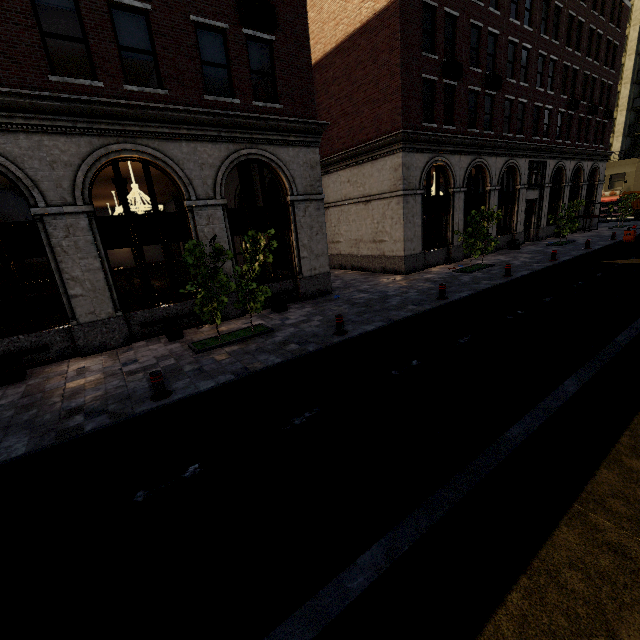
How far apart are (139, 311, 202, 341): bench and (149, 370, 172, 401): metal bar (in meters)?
3.70

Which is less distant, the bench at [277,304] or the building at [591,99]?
the building at [591,99]

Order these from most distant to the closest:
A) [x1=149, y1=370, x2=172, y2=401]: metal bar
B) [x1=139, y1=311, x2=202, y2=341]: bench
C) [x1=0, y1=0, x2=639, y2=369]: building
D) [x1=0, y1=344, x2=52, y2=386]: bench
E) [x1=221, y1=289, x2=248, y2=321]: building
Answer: [x1=221, y1=289, x2=248, y2=321]: building, [x1=139, y1=311, x2=202, y2=341]: bench, [x1=0, y1=0, x2=639, y2=369]: building, [x1=0, y1=344, x2=52, y2=386]: bench, [x1=149, y1=370, x2=172, y2=401]: metal bar

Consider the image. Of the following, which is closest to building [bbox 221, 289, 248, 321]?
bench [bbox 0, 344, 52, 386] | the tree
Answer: bench [bbox 0, 344, 52, 386]

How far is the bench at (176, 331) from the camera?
10.30m

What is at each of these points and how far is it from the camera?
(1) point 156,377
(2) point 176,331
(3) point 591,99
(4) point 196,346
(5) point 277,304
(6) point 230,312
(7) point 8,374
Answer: (1) metal bar, 6.67m
(2) bench, 10.54m
(3) building, 27.41m
(4) tree, 9.53m
(5) bench, 12.46m
(6) building, 12.23m
(7) bench, 8.33m

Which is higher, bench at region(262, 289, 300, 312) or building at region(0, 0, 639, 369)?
building at region(0, 0, 639, 369)

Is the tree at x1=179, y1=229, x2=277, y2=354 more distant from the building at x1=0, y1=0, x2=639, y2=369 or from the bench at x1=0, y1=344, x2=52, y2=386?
the bench at x1=0, y1=344, x2=52, y2=386
